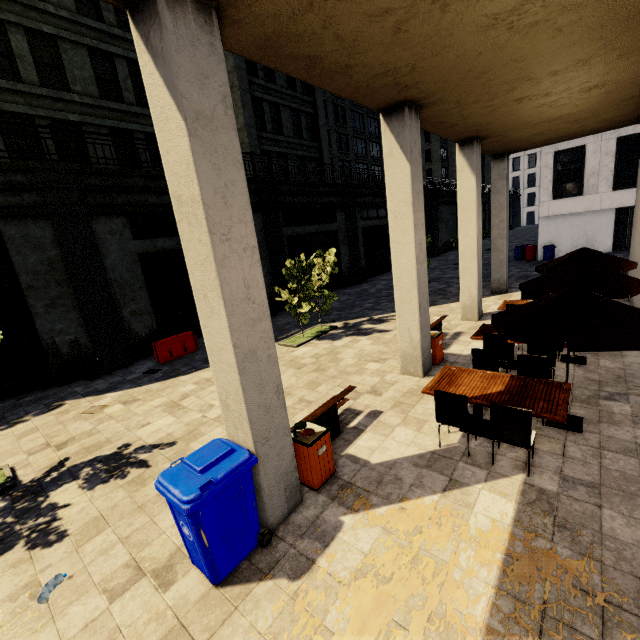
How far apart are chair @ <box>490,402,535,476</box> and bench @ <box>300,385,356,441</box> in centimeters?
250cm

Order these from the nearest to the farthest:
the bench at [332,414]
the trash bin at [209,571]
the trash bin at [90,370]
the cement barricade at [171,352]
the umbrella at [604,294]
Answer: the trash bin at [209,571]
the umbrella at [604,294]
the bench at [332,414]
the trash bin at [90,370]
the cement barricade at [171,352]

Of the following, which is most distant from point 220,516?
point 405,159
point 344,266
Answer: point 344,266

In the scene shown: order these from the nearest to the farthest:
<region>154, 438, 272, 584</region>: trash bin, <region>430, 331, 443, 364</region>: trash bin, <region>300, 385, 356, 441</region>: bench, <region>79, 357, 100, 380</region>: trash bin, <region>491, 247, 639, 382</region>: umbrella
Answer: <region>154, 438, 272, 584</region>: trash bin → <region>491, 247, 639, 382</region>: umbrella → <region>300, 385, 356, 441</region>: bench → <region>430, 331, 443, 364</region>: trash bin → <region>79, 357, 100, 380</region>: trash bin

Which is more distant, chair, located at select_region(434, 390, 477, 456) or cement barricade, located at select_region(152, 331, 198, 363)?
cement barricade, located at select_region(152, 331, 198, 363)

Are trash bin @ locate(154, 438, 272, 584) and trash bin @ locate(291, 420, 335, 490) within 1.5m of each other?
yes

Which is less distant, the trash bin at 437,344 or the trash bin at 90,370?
the trash bin at 437,344

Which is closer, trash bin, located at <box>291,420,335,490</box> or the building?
the building
